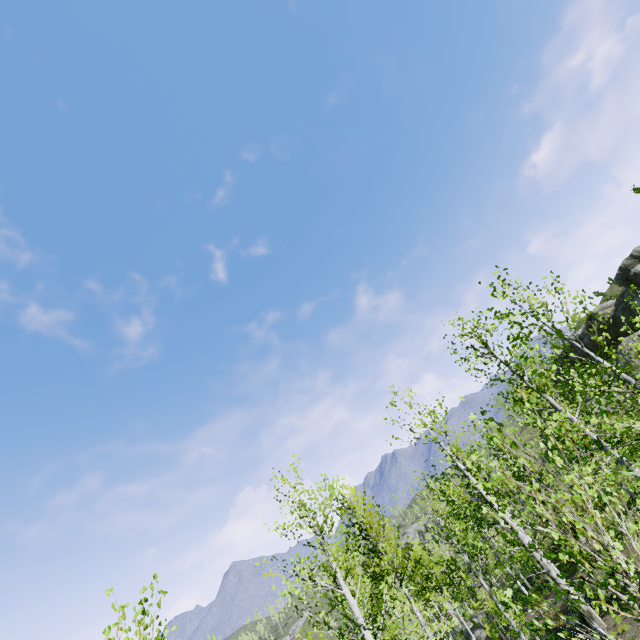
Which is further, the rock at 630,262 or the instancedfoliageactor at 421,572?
the rock at 630,262

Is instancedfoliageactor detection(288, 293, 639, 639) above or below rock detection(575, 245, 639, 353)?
below

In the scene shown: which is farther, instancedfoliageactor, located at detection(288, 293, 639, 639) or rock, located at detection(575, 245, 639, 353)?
rock, located at detection(575, 245, 639, 353)

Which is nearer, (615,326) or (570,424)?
(570,424)

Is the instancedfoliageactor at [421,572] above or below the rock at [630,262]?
below
